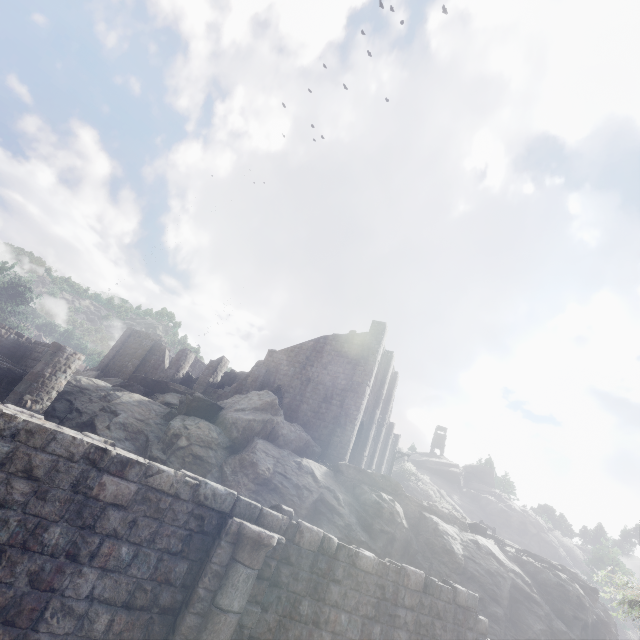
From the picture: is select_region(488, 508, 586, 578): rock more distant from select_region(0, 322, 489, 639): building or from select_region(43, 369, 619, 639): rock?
select_region(43, 369, 619, 639): rock

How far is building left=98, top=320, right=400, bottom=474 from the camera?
25.1m

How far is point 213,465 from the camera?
16.9m

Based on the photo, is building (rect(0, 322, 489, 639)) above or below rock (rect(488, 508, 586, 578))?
below

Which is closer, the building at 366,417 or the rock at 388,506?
the rock at 388,506

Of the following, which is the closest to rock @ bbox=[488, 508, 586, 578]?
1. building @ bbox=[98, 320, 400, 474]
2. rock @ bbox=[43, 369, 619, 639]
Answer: building @ bbox=[98, 320, 400, 474]

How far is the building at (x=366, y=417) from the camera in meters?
25.1
